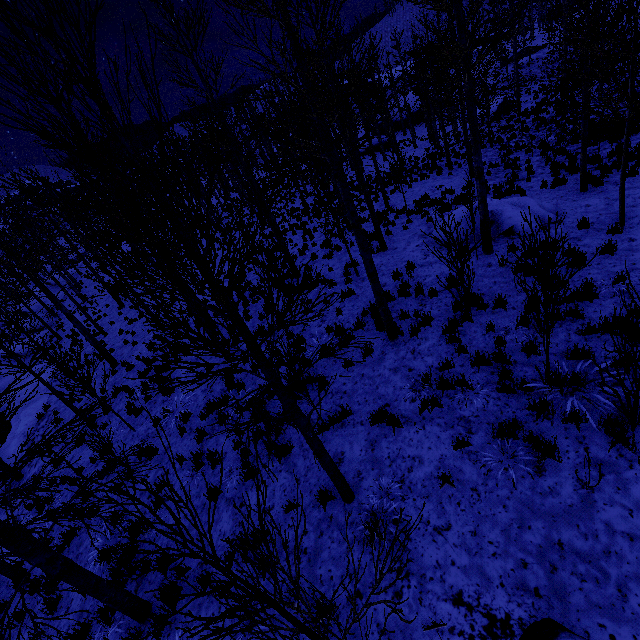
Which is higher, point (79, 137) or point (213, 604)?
point (79, 137)

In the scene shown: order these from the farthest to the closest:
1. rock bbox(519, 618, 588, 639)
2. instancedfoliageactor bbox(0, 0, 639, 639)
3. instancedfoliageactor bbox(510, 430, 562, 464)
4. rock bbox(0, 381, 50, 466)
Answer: rock bbox(0, 381, 50, 466) < instancedfoliageactor bbox(510, 430, 562, 464) < rock bbox(519, 618, 588, 639) < instancedfoliageactor bbox(0, 0, 639, 639)

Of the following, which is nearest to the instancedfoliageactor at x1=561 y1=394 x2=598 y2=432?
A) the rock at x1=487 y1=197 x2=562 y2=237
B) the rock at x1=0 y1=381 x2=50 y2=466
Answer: the rock at x1=487 y1=197 x2=562 y2=237

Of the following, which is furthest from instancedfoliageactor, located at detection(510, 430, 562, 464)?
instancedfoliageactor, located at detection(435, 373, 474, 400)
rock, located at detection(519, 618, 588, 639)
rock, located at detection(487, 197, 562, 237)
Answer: rock, located at detection(519, 618, 588, 639)

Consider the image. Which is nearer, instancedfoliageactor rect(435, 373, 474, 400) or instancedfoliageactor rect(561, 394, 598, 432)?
instancedfoliageactor rect(561, 394, 598, 432)

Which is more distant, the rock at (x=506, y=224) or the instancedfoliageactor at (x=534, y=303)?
the rock at (x=506, y=224)

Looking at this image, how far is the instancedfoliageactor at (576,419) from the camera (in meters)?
4.35

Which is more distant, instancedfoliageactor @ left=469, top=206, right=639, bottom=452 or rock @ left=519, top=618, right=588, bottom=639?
instancedfoliageactor @ left=469, top=206, right=639, bottom=452
